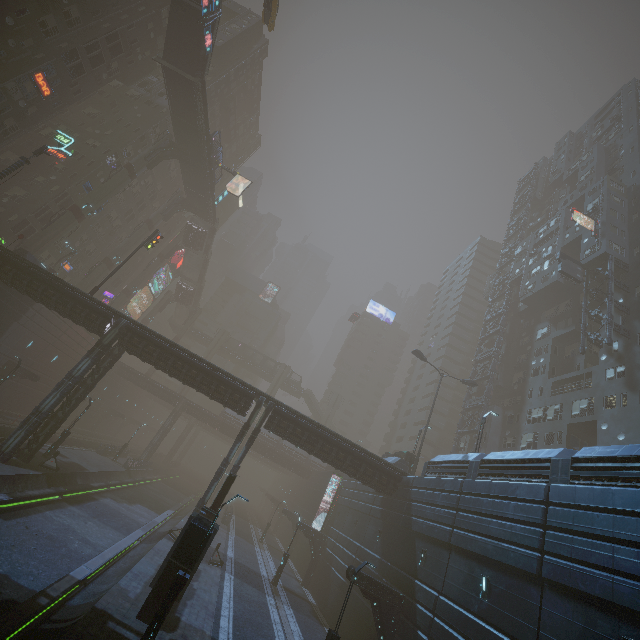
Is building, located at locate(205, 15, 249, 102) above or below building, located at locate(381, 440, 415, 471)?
above

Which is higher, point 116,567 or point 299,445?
point 299,445

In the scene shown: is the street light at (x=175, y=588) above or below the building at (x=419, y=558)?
below

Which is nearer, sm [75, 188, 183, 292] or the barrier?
the barrier

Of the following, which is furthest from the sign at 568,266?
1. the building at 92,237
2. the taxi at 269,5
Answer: the taxi at 269,5

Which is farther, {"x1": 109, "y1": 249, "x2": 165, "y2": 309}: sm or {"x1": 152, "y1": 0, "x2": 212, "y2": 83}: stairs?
{"x1": 109, "y1": 249, "x2": 165, "y2": 309}: sm

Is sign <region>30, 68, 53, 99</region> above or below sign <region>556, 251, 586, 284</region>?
below

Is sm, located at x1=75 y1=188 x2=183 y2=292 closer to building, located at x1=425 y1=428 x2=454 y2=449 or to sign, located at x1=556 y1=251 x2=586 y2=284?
building, located at x1=425 y1=428 x2=454 y2=449
